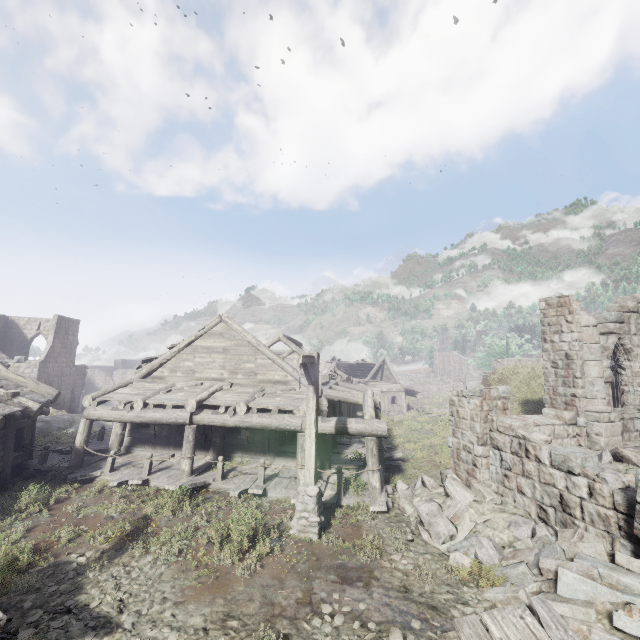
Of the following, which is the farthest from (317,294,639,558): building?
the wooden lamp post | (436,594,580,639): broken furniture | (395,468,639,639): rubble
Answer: (436,594,580,639): broken furniture

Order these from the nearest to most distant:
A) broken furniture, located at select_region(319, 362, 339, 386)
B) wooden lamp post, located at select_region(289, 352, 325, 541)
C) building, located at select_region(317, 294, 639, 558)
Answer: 1. building, located at select_region(317, 294, 639, 558)
2. wooden lamp post, located at select_region(289, 352, 325, 541)
3. broken furniture, located at select_region(319, 362, 339, 386)

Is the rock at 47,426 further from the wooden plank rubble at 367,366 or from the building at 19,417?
the wooden plank rubble at 367,366

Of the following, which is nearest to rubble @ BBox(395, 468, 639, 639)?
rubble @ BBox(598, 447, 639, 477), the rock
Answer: rubble @ BBox(598, 447, 639, 477)

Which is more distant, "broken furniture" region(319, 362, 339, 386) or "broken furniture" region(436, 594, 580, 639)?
"broken furniture" region(319, 362, 339, 386)

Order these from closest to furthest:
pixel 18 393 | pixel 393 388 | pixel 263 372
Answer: pixel 18 393 → pixel 263 372 → pixel 393 388

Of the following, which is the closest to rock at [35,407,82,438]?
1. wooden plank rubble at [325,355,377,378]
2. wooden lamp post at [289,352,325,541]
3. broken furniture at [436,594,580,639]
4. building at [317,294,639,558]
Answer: building at [317,294,639,558]

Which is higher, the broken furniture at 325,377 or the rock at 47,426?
the broken furniture at 325,377
